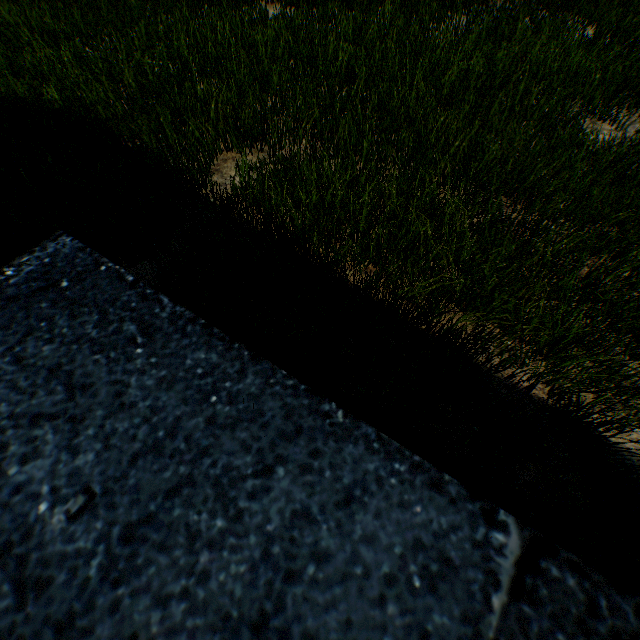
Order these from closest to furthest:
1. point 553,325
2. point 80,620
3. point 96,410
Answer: point 80,620 → point 96,410 → point 553,325
